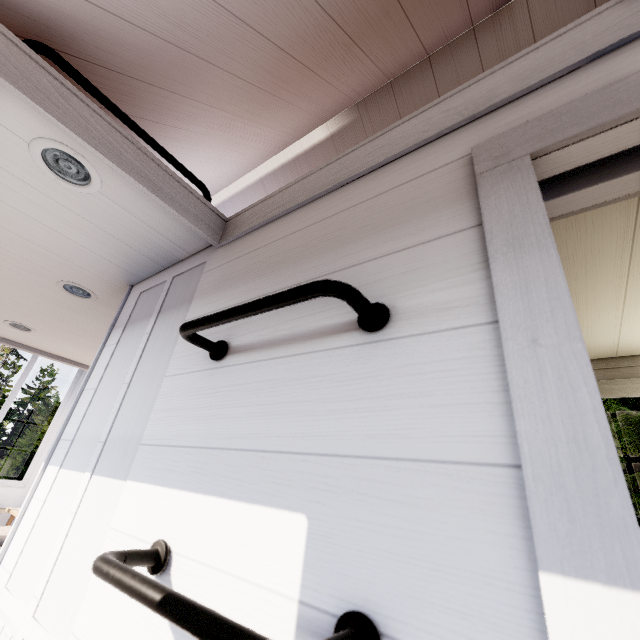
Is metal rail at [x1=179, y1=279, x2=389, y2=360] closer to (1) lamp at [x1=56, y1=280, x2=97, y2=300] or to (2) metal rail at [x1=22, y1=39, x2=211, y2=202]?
(2) metal rail at [x1=22, y1=39, x2=211, y2=202]

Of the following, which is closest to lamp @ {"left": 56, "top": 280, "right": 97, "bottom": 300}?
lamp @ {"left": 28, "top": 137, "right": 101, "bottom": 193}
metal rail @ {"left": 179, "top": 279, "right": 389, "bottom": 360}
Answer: lamp @ {"left": 28, "top": 137, "right": 101, "bottom": 193}

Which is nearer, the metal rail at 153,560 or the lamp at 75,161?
the metal rail at 153,560

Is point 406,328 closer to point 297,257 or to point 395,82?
point 297,257

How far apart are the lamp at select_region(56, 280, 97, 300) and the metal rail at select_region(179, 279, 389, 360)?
1.4m

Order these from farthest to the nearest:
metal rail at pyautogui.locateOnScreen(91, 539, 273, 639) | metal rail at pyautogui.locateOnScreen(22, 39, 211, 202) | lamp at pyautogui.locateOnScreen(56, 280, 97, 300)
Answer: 1. lamp at pyautogui.locateOnScreen(56, 280, 97, 300)
2. metal rail at pyautogui.locateOnScreen(22, 39, 211, 202)
3. metal rail at pyautogui.locateOnScreen(91, 539, 273, 639)

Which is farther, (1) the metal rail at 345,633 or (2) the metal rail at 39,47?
(2) the metal rail at 39,47

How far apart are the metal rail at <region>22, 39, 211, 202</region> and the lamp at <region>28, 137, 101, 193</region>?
0.2m
